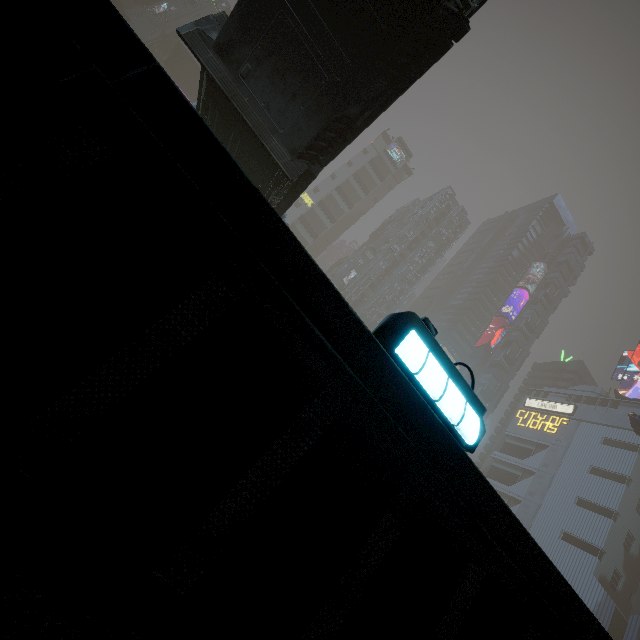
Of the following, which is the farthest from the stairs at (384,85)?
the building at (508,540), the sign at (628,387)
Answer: the sign at (628,387)

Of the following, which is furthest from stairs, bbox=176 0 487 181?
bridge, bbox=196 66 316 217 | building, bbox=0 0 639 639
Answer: building, bbox=0 0 639 639

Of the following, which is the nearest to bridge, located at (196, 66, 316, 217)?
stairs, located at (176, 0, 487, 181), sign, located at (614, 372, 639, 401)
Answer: stairs, located at (176, 0, 487, 181)

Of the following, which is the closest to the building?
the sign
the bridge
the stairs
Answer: the sign

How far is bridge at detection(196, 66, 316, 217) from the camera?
11.76m

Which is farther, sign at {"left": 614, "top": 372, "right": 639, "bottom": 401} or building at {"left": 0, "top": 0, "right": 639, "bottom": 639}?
sign at {"left": 614, "top": 372, "right": 639, "bottom": 401}

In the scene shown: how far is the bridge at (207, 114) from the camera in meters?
11.8

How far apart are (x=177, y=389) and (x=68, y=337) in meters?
0.5 m
